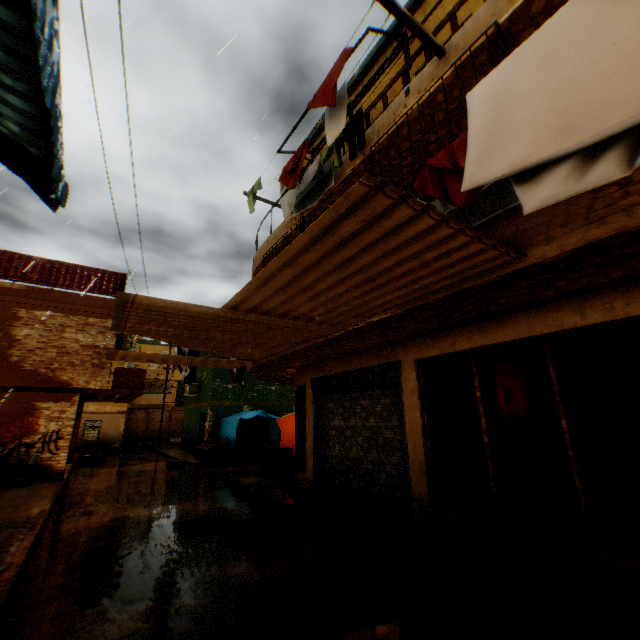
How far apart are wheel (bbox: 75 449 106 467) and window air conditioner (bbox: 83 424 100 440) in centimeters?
823cm

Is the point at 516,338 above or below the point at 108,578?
above

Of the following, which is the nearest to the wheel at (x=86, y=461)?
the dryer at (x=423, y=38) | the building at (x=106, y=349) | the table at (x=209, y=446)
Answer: the building at (x=106, y=349)

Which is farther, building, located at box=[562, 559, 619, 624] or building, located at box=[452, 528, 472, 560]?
building, located at box=[452, 528, 472, 560]

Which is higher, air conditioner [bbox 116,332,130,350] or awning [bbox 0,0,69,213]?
air conditioner [bbox 116,332,130,350]

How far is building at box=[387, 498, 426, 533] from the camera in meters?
5.3

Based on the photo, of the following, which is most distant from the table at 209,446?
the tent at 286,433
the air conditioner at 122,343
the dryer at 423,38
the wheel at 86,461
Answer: the dryer at 423,38

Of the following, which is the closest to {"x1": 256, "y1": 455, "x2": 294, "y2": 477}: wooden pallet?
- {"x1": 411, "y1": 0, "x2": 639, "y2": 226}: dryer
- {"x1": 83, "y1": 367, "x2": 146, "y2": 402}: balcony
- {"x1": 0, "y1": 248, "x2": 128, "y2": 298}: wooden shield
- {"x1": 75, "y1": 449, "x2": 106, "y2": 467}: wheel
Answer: {"x1": 83, "y1": 367, "x2": 146, "y2": 402}: balcony
